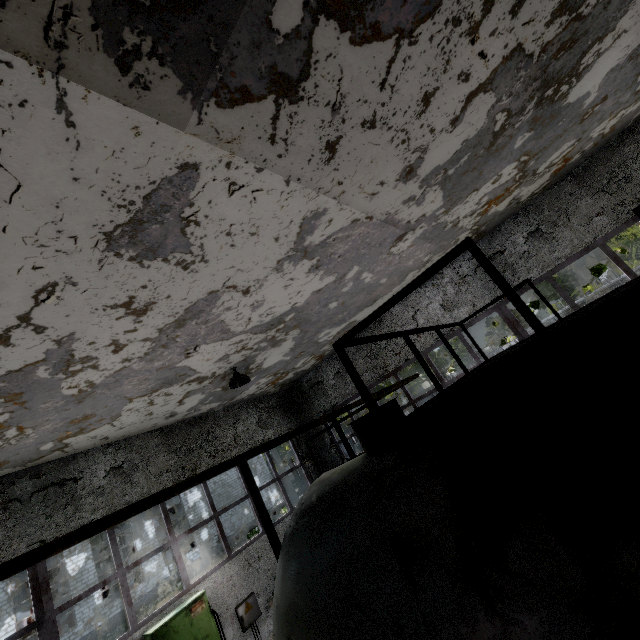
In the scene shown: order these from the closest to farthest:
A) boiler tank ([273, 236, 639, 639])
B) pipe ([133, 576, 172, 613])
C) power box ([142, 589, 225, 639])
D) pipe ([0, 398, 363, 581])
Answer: boiler tank ([273, 236, 639, 639]), pipe ([0, 398, 363, 581]), power box ([142, 589, 225, 639]), pipe ([133, 576, 172, 613])

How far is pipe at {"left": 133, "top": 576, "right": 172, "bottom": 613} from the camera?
21.3 meters

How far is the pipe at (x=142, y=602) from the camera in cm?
2126

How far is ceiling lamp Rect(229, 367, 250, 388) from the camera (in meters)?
8.21

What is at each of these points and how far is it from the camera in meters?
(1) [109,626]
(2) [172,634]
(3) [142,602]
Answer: (1) pipe, 19.9 m
(2) power box, 7.2 m
(3) pipe, 21.4 m

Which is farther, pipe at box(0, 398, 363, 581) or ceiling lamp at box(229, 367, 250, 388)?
ceiling lamp at box(229, 367, 250, 388)

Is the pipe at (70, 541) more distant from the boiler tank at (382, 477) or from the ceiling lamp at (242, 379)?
the ceiling lamp at (242, 379)

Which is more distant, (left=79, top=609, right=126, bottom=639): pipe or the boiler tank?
(left=79, top=609, right=126, bottom=639): pipe
